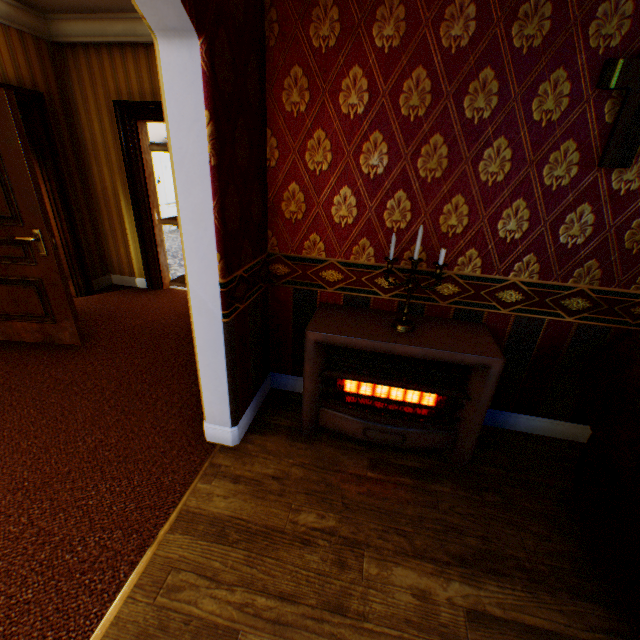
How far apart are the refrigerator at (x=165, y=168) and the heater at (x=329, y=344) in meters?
7.9 m

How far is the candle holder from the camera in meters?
1.9 m

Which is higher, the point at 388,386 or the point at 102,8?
the point at 102,8

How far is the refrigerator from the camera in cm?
820

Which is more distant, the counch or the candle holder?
the candle holder

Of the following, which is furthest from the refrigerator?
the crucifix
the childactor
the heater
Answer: the crucifix

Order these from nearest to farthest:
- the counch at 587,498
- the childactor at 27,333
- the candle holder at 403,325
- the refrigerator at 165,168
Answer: the counch at 587,498 < the candle holder at 403,325 < the childactor at 27,333 < the refrigerator at 165,168

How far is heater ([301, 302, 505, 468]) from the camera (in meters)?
1.98
